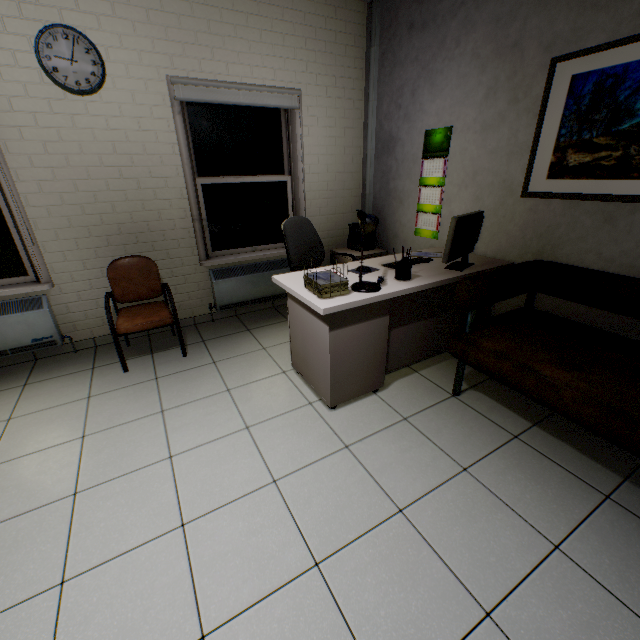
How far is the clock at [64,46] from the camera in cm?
245

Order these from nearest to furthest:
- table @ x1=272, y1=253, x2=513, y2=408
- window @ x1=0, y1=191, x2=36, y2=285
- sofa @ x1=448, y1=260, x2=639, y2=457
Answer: sofa @ x1=448, y1=260, x2=639, y2=457 → table @ x1=272, y1=253, x2=513, y2=408 → window @ x1=0, y1=191, x2=36, y2=285

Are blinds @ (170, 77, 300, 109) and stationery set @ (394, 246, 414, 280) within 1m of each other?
no

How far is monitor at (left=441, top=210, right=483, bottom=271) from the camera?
2.4m

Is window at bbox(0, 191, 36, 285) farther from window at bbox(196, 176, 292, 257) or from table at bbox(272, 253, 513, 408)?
table at bbox(272, 253, 513, 408)

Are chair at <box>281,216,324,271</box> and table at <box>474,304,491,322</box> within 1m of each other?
yes

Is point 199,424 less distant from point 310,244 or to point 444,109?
point 310,244

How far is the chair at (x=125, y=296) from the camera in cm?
281
